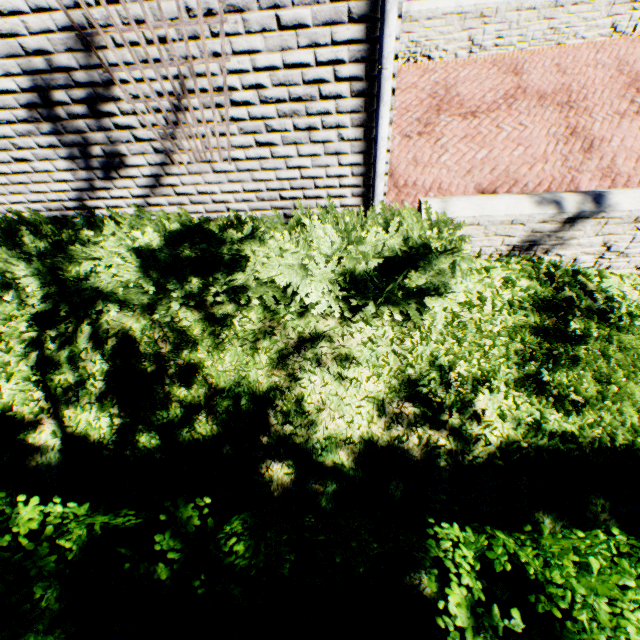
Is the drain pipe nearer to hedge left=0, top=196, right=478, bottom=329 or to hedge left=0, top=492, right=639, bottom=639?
hedge left=0, top=196, right=478, bottom=329

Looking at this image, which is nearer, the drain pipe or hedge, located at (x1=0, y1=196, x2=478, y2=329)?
the drain pipe

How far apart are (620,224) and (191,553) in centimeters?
491cm

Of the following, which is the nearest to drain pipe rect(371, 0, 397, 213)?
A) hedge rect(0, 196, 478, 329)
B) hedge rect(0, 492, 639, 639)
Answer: hedge rect(0, 196, 478, 329)

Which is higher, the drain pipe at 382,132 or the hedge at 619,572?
the drain pipe at 382,132

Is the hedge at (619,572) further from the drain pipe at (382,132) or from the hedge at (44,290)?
the drain pipe at (382,132)

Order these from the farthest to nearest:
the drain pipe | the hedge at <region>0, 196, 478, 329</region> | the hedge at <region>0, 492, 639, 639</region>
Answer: the hedge at <region>0, 196, 478, 329</region>
the drain pipe
the hedge at <region>0, 492, 639, 639</region>

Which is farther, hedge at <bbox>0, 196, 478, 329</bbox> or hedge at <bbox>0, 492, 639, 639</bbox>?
hedge at <bbox>0, 196, 478, 329</bbox>
